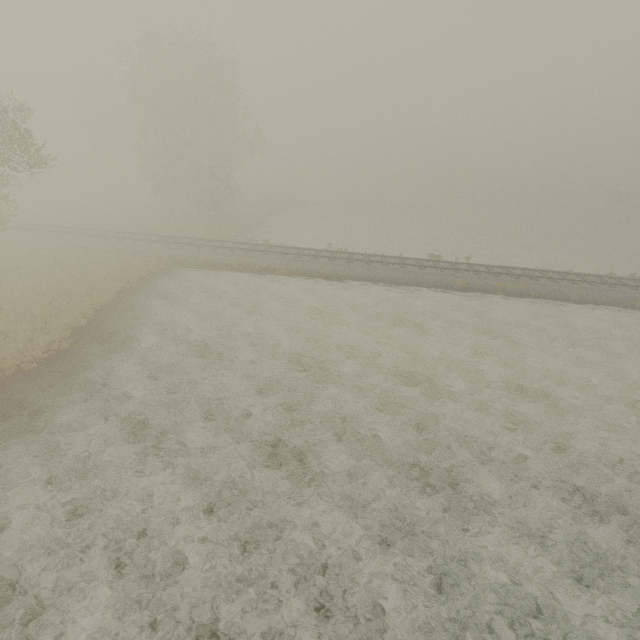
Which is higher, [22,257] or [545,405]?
[22,257]
